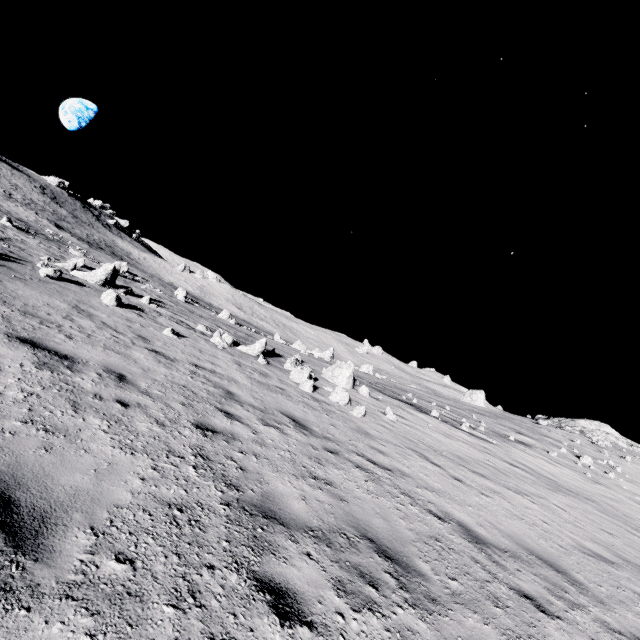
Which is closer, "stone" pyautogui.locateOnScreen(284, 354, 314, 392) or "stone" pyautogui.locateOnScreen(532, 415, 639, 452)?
"stone" pyautogui.locateOnScreen(284, 354, 314, 392)

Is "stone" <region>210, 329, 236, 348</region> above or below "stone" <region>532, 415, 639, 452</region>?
below

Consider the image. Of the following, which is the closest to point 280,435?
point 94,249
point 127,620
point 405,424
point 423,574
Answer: point 423,574

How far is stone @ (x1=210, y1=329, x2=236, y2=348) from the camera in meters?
14.2 m

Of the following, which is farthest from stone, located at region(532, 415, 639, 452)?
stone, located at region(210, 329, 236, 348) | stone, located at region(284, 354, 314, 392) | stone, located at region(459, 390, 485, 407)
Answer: stone, located at region(210, 329, 236, 348)

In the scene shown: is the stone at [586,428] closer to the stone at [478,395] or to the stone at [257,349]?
the stone at [478,395]

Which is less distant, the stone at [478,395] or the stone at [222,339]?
the stone at [222,339]
